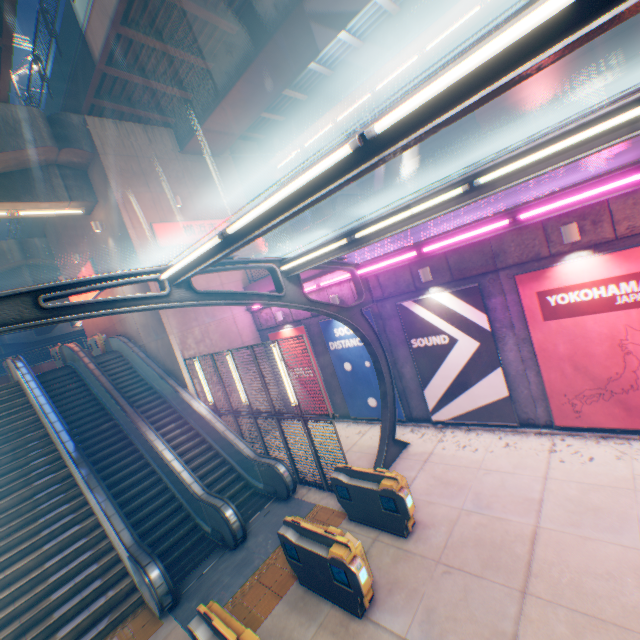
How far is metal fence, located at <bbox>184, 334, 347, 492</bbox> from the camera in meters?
8.7

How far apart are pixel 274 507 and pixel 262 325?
8.4m

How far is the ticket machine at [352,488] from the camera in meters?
7.0 m

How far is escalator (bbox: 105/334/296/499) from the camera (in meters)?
10.03

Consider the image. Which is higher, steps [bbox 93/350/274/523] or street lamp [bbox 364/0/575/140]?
street lamp [bbox 364/0/575/140]

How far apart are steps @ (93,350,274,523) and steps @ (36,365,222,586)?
0.40m

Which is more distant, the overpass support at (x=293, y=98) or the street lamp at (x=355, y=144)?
the overpass support at (x=293, y=98)

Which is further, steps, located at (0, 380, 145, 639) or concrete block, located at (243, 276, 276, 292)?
concrete block, located at (243, 276, 276, 292)
